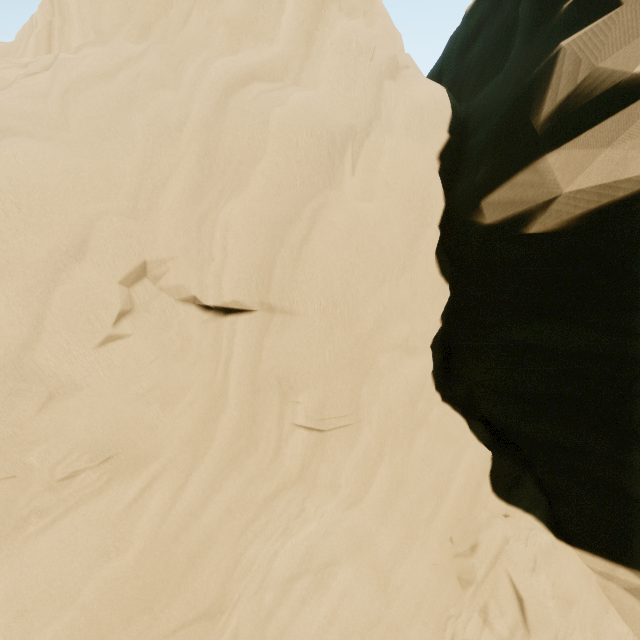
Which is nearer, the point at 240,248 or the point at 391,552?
the point at 240,248
